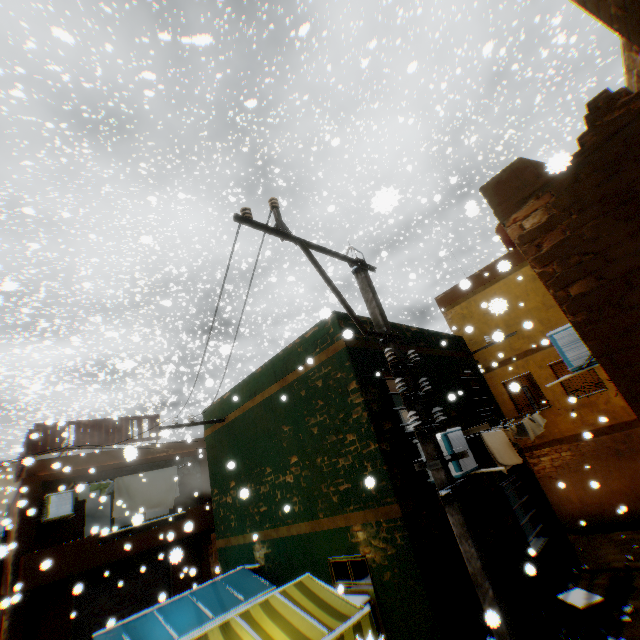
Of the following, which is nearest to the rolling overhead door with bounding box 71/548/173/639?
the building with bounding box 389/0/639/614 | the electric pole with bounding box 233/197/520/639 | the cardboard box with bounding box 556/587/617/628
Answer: the building with bounding box 389/0/639/614

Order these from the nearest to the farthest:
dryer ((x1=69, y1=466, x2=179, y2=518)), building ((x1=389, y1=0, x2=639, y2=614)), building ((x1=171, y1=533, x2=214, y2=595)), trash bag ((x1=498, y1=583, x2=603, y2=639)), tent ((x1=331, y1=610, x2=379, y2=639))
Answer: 1. building ((x1=389, y1=0, x2=639, y2=614))
2. tent ((x1=331, y1=610, x2=379, y2=639))
3. trash bag ((x1=498, y1=583, x2=603, y2=639))
4. building ((x1=171, y1=533, x2=214, y2=595))
5. dryer ((x1=69, y1=466, x2=179, y2=518))

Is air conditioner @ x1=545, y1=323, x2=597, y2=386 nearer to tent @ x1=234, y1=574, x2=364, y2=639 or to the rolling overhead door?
tent @ x1=234, y1=574, x2=364, y2=639

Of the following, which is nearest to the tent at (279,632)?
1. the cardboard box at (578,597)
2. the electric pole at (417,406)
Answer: the electric pole at (417,406)

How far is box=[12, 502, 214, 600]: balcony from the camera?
9.6 meters

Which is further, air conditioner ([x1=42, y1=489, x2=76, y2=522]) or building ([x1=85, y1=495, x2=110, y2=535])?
building ([x1=85, y1=495, x2=110, y2=535])

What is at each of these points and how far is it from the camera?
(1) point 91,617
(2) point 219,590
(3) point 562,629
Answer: (1) rolling overhead door, 11.6m
(2) tent, 7.1m
(3) trash bag, 5.7m

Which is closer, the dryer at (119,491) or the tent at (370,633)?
the tent at (370,633)
